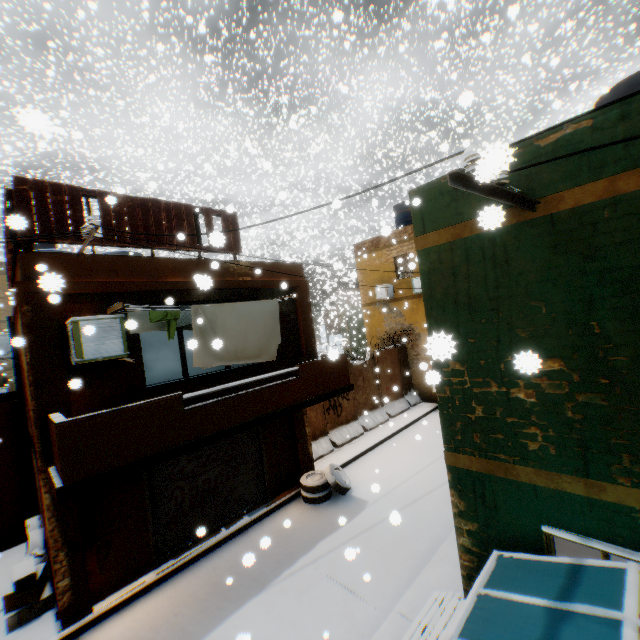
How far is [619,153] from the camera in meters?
3.2 m

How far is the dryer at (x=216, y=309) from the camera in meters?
6.6

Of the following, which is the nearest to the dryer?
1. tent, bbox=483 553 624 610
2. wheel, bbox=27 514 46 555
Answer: tent, bbox=483 553 624 610

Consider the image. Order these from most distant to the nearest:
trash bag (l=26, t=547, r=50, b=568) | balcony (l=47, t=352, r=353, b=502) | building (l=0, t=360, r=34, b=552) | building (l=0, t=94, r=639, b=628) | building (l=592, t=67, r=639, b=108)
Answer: building (l=0, t=360, r=34, b=552) < trash bag (l=26, t=547, r=50, b=568) < building (l=592, t=67, r=639, b=108) < balcony (l=47, t=352, r=353, b=502) < building (l=0, t=94, r=639, b=628)

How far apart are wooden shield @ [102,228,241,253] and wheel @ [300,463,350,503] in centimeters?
178cm

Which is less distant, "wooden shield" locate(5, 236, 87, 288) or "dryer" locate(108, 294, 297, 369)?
"wooden shield" locate(5, 236, 87, 288)

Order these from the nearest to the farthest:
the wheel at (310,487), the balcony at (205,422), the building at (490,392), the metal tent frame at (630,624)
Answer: the metal tent frame at (630,624) → the building at (490,392) → the balcony at (205,422) → the wheel at (310,487)

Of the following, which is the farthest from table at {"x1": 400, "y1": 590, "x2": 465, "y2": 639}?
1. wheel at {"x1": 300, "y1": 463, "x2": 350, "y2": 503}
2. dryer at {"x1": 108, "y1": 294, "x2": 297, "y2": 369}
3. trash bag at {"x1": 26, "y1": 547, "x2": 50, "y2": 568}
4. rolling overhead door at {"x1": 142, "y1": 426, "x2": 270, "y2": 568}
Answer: trash bag at {"x1": 26, "y1": 547, "x2": 50, "y2": 568}
